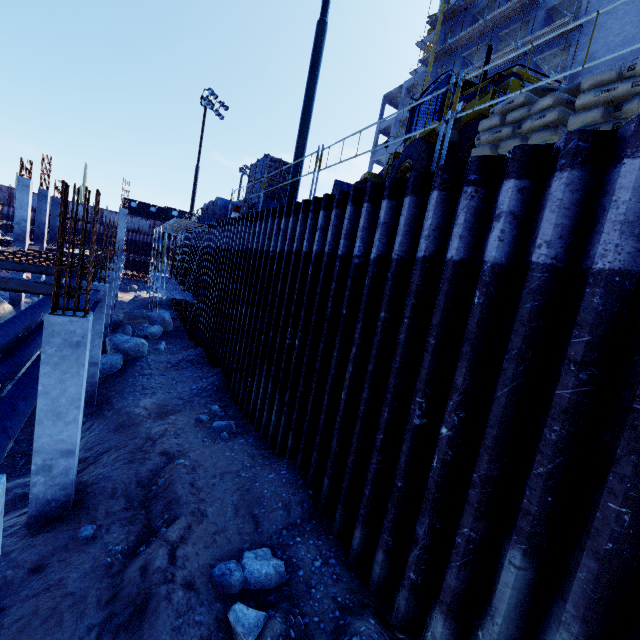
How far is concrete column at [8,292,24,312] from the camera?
19.9m

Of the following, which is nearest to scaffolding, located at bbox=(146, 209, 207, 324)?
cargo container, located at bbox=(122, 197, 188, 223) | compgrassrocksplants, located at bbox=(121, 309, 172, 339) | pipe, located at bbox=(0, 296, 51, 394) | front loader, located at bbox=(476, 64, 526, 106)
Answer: compgrassrocksplants, located at bbox=(121, 309, 172, 339)

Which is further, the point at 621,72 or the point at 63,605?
the point at 63,605

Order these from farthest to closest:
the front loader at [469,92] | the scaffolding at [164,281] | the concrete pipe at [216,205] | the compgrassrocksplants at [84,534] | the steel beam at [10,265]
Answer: the concrete pipe at [216,205]
the scaffolding at [164,281]
the steel beam at [10,265]
the front loader at [469,92]
the compgrassrocksplants at [84,534]

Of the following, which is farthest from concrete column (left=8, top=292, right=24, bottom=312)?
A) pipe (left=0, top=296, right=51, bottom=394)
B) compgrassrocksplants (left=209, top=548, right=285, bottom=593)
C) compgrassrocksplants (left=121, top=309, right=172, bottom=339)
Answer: compgrassrocksplants (left=209, top=548, right=285, bottom=593)

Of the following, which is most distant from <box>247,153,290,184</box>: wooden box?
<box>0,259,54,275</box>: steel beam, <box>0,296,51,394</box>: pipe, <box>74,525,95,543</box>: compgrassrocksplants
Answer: <box>74,525,95,543</box>: compgrassrocksplants

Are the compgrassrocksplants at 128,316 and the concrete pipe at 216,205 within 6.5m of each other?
yes

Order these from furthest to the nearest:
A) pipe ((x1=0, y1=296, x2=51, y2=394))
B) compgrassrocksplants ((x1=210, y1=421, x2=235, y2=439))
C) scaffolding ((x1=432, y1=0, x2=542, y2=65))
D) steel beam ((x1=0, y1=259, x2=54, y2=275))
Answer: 1. scaffolding ((x1=432, y1=0, x2=542, y2=65))
2. steel beam ((x1=0, y1=259, x2=54, y2=275))
3. pipe ((x1=0, y1=296, x2=51, y2=394))
4. compgrassrocksplants ((x1=210, y1=421, x2=235, y2=439))
